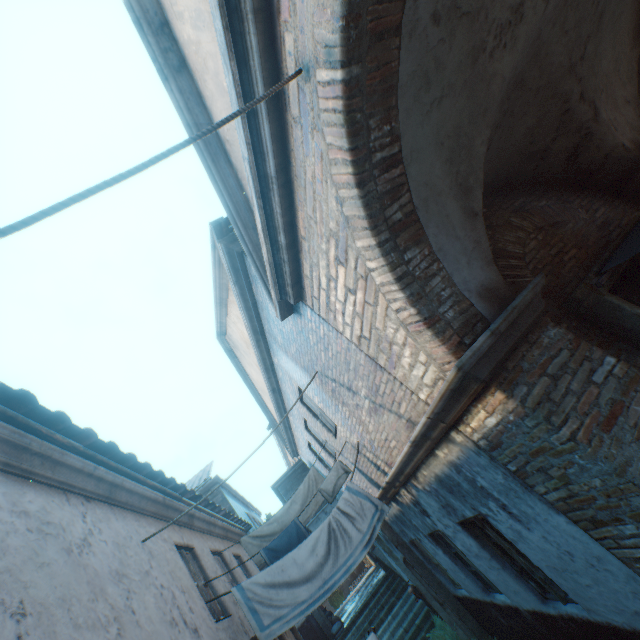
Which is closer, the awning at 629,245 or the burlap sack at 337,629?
the awning at 629,245

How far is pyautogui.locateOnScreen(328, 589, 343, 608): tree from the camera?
25.92m

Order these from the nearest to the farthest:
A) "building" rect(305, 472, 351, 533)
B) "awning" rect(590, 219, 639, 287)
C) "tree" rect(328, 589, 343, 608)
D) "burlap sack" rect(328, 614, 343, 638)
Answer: "awning" rect(590, 219, 639, 287) → "building" rect(305, 472, 351, 533) → "burlap sack" rect(328, 614, 343, 638) → "tree" rect(328, 589, 343, 608)

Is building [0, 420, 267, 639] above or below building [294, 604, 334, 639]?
above

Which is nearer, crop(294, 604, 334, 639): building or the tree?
crop(294, 604, 334, 639): building

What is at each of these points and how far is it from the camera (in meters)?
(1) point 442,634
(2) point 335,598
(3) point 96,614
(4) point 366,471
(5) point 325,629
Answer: (1) plants, 9.14
(2) tree, 25.97
(3) building, 2.72
(4) building, 7.32
(5) building, 13.99

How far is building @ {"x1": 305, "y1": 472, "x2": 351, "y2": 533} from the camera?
11.4m

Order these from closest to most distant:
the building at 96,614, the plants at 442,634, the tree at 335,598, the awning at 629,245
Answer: the building at 96,614
the awning at 629,245
the plants at 442,634
the tree at 335,598
